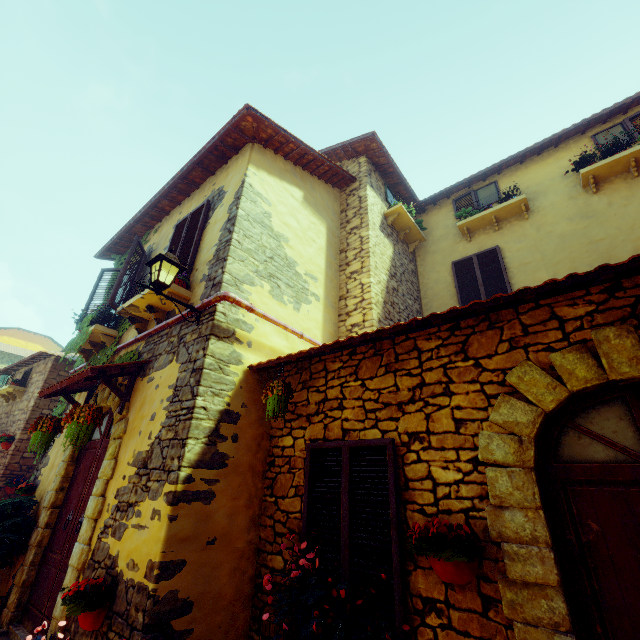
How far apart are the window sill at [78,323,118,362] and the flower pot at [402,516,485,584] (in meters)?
6.01

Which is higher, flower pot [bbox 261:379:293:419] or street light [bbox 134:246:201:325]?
street light [bbox 134:246:201:325]

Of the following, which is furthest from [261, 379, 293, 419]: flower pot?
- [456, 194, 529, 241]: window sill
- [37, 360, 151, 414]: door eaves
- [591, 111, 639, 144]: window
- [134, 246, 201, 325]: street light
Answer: [591, 111, 639, 144]: window

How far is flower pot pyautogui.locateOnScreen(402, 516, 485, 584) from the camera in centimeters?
229cm

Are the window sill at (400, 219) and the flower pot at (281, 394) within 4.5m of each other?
no

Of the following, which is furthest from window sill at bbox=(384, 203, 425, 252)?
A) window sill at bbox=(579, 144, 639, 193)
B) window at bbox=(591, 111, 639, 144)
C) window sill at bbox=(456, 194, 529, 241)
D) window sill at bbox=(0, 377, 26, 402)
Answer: window sill at bbox=(0, 377, 26, 402)

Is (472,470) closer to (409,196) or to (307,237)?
(307,237)

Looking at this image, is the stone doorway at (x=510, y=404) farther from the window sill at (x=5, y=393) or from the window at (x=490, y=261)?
the window sill at (x=5, y=393)
